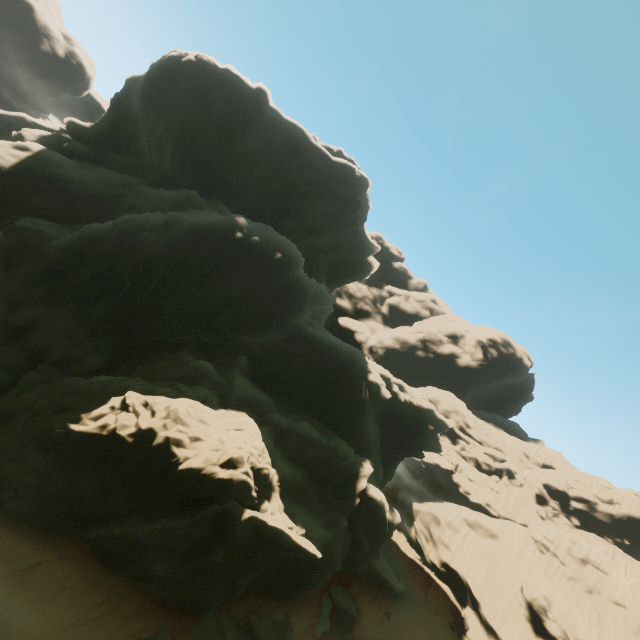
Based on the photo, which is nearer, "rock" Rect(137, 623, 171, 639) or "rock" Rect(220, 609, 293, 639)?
"rock" Rect(137, 623, 171, 639)

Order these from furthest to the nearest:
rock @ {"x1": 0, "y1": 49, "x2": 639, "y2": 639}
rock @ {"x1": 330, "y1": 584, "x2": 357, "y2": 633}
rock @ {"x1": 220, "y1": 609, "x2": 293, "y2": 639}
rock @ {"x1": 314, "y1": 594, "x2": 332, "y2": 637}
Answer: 1. rock @ {"x1": 330, "y1": 584, "x2": 357, "y2": 633}
2. rock @ {"x1": 314, "y1": 594, "x2": 332, "y2": 637}
3. rock @ {"x1": 220, "y1": 609, "x2": 293, "y2": 639}
4. rock @ {"x1": 0, "y1": 49, "x2": 639, "y2": 639}

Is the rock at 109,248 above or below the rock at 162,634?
above

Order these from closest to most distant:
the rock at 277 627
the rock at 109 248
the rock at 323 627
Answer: the rock at 109 248
the rock at 277 627
the rock at 323 627

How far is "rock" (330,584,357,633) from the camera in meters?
28.3 m

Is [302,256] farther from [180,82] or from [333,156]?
[180,82]

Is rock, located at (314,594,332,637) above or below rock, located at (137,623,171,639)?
above
